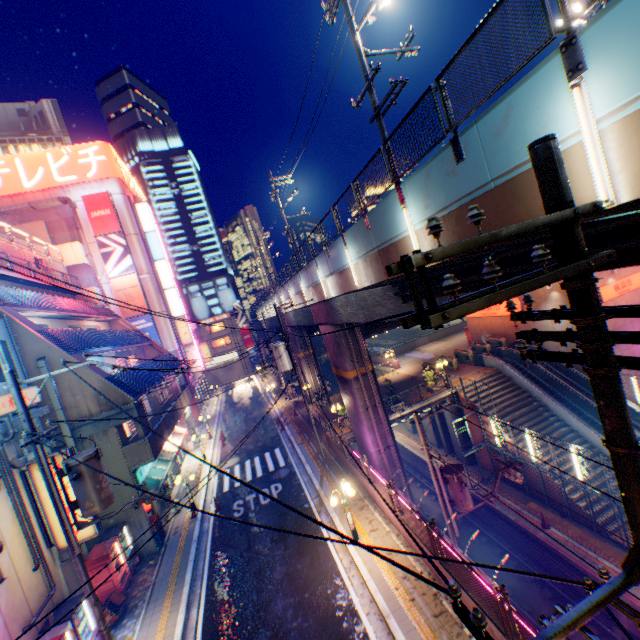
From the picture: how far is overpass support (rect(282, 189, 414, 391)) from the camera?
10.6 meters

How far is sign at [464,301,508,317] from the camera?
27.9m

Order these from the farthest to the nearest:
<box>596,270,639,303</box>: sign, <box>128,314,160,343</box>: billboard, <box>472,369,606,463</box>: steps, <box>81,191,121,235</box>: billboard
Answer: <box>128,314,160,343</box>: billboard → <box>81,191,121,235</box>: billboard → <box>596,270,639,303</box>: sign → <box>472,369,606,463</box>: steps

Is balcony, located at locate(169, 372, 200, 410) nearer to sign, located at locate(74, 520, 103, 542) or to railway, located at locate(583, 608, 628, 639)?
sign, located at locate(74, 520, 103, 542)

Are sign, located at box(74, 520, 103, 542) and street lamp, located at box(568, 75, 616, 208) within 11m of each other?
no

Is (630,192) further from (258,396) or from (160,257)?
(258,396)

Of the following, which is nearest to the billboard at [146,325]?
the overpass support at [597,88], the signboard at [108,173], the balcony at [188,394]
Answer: the balcony at [188,394]

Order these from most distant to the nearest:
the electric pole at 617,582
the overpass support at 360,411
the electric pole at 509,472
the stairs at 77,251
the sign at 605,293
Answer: the stairs at 77,251, the sign at 605,293, the overpass support at 360,411, the electric pole at 509,472, the electric pole at 617,582
